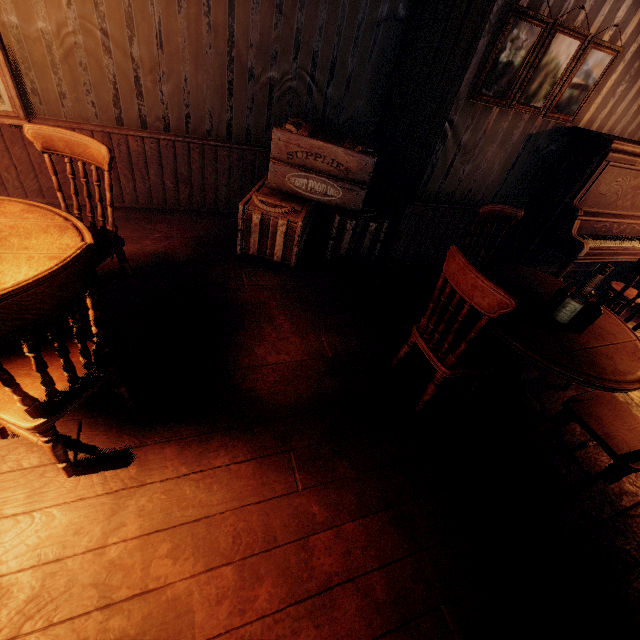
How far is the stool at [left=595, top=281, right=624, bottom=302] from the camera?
3.9m

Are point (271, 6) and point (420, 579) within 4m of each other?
no

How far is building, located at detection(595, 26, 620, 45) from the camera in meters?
3.0 m

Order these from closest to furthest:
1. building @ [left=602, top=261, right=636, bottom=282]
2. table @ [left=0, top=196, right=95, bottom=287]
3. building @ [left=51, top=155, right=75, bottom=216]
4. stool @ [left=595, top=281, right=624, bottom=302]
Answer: table @ [left=0, top=196, right=95, bottom=287] → building @ [left=51, top=155, right=75, bottom=216] → stool @ [left=595, top=281, right=624, bottom=302] → building @ [left=602, top=261, right=636, bottom=282]

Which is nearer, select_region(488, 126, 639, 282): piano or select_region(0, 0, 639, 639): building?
select_region(0, 0, 639, 639): building

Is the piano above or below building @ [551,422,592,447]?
above

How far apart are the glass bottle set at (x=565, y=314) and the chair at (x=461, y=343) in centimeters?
55cm

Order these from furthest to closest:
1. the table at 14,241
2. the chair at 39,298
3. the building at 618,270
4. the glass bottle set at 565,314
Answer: the building at 618,270 → the glass bottle set at 565,314 → the table at 14,241 → the chair at 39,298
